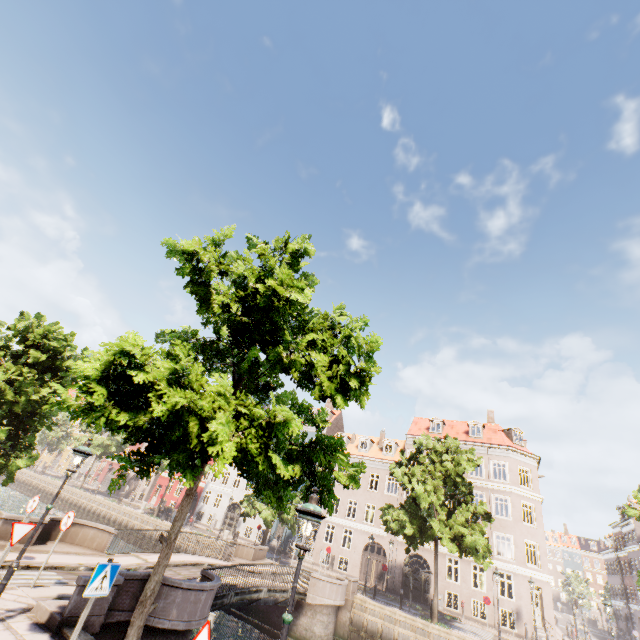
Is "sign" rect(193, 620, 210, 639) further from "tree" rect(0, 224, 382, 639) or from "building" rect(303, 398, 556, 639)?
"building" rect(303, 398, 556, 639)

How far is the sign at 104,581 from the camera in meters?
5.7

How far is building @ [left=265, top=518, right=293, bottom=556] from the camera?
34.4m

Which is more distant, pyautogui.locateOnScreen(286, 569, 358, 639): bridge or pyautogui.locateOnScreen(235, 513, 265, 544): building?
pyautogui.locateOnScreen(235, 513, 265, 544): building

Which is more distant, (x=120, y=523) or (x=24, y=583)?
(x=120, y=523)

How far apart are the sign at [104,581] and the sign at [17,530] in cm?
326

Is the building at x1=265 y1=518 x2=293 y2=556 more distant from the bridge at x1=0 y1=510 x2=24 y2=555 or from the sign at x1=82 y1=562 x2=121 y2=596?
the sign at x1=82 y1=562 x2=121 y2=596
